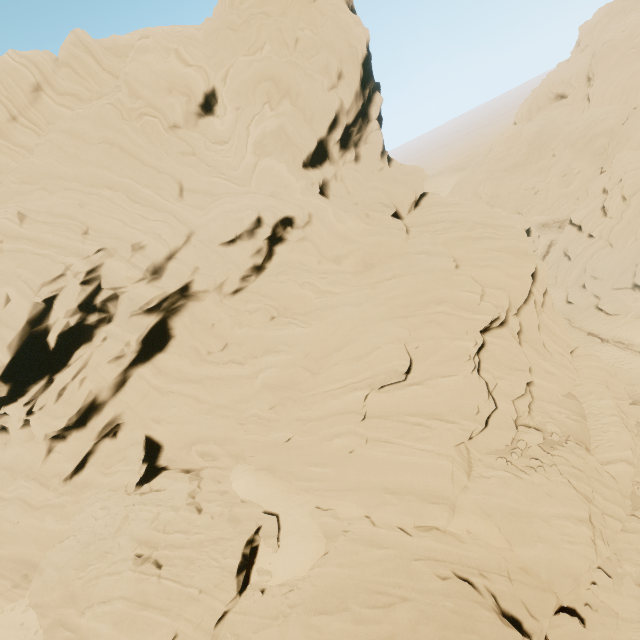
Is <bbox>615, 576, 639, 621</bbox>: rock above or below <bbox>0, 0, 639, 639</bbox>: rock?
below

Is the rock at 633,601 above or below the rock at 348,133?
below

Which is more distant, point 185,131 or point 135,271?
point 185,131
